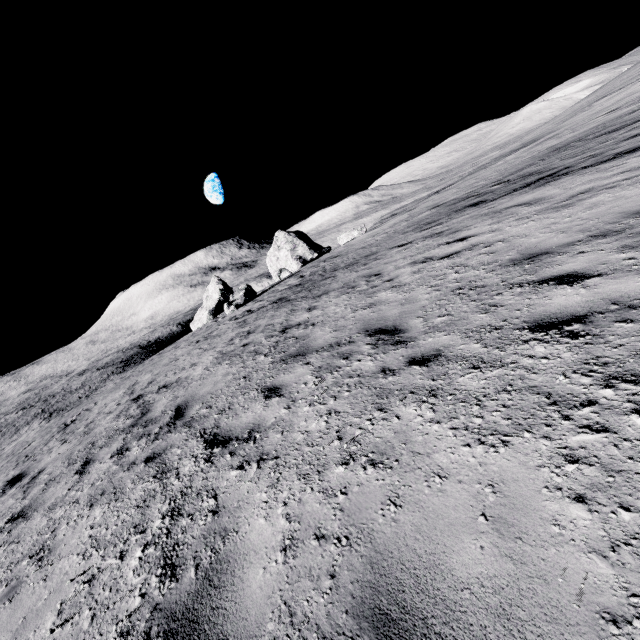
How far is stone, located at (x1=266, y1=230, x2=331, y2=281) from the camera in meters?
39.2 m

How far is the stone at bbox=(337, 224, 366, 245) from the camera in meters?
32.5 m

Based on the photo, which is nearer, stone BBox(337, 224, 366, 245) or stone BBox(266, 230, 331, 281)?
stone BBox(337, 224, 366, 245)

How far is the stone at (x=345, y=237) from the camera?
32.5m

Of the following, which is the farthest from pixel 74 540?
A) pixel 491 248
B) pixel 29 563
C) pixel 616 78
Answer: pixel 616 78

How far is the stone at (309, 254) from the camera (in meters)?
39.16
